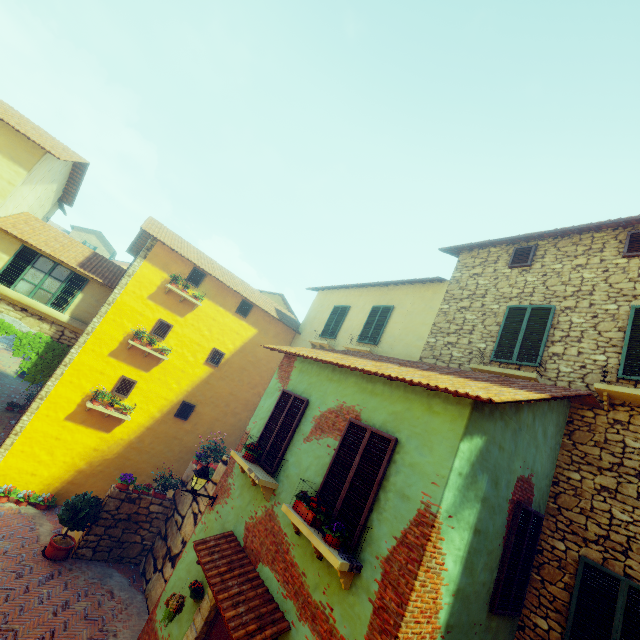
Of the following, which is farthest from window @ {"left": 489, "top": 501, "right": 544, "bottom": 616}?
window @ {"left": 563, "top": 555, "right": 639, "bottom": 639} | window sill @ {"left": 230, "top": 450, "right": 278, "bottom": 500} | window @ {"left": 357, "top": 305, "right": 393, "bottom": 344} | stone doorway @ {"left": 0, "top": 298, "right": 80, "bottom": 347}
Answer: stone doorway @ {"left": 0, "top": 298, "right": 80, "bottom": 347}

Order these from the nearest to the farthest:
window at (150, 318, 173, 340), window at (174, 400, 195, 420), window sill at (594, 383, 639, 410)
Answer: window sill at (594, 383, 639, 410), window at (150, 318, 173, 340), window at (174, 400, 195, 420)

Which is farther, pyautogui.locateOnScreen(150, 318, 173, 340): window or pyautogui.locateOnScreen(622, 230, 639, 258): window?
pyautogui.locateOnScreen(150, 318, 173, 340): window

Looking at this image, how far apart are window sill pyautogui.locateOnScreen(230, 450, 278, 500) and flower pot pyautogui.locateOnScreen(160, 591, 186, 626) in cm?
214

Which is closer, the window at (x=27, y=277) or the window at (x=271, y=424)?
the window at (x=271, y=424)

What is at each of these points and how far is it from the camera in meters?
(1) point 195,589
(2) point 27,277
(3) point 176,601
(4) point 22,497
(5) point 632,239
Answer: (1) flower pot, 6.4 m
(2) window, 11.3 m
(3) flower pot, 5.9 m
(4) flower pot, 10.3 m
(5) window, 7.4 m

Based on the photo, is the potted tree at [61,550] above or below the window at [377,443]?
below

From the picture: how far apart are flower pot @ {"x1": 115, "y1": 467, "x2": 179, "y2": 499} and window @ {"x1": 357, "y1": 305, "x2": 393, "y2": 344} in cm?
858
